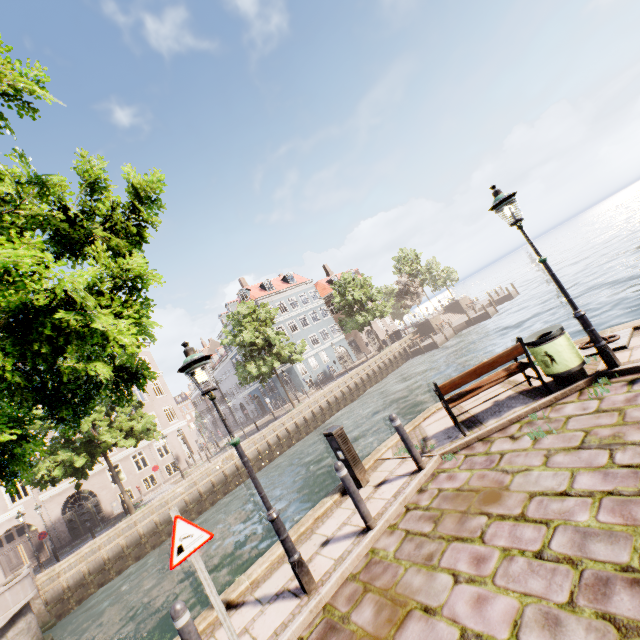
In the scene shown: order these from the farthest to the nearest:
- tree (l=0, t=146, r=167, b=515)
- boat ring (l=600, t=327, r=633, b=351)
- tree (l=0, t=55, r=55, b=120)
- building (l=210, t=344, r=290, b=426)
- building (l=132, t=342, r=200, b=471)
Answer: building (l=210, t=344, r=290, b=426) < building (l=132, t=342, r=200, b=471) < boat ring (l=600, t=327, r=633, b=351) < tree (l=0, t=55, r=55, b=120) < tree (l=0, t=146, r=167, b=515)

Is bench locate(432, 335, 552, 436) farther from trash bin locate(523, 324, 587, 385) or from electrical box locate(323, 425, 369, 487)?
electrical box locate(323, 425, 369, 487)

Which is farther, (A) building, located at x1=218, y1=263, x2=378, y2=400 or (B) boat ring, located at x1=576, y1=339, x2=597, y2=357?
(A) building, located at x1=218, y1=263, x2=378, y2=400

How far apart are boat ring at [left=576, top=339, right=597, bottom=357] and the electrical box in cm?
489

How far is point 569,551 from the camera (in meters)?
3.07

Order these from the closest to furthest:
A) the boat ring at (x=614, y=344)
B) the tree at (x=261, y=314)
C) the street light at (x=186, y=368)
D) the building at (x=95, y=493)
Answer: the street light at (x=186, y=368) → the boat ring at (x=614, y=344) → the building at (x=95, y=493) → the tree at (x=261, y=314)

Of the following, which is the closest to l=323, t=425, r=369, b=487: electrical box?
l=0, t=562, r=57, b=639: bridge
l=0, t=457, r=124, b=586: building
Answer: l=0, t=562, r=57, b=639: bridge

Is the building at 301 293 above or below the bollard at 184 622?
above
